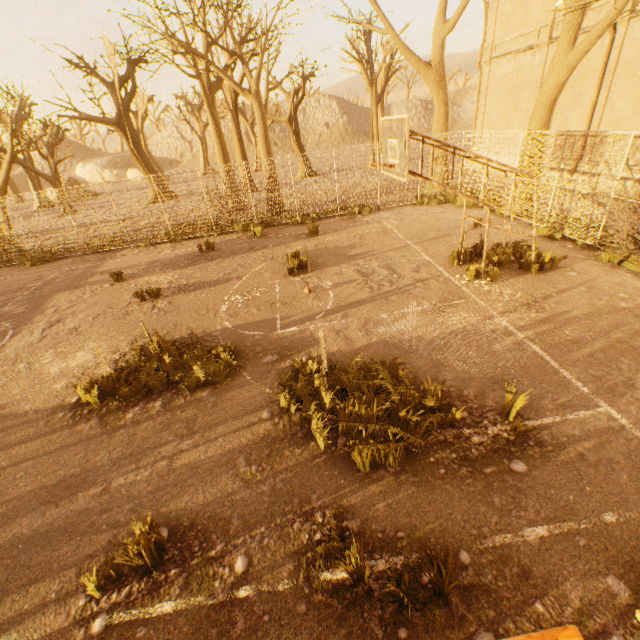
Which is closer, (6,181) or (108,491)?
(108,491)

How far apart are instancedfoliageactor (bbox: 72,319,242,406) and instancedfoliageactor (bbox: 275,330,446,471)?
1.34m

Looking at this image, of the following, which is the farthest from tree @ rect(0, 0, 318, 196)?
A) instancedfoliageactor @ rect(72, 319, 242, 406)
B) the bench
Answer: instancedfoliageactor @ rect(72, 319, 242, 406)

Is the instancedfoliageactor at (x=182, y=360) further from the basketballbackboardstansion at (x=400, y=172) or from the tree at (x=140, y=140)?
the tree at (x=140, y=140)

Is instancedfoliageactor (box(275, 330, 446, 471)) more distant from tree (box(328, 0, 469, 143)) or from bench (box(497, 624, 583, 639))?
tree (box(328, 0, 469, 143))

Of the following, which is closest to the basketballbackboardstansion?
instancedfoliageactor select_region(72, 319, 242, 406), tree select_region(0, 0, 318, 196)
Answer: tree select_region(0, 0, 318, 196)

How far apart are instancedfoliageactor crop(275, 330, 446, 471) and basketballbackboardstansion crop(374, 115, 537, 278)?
3.9 meters

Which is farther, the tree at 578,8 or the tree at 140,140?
the tree at 140,140
